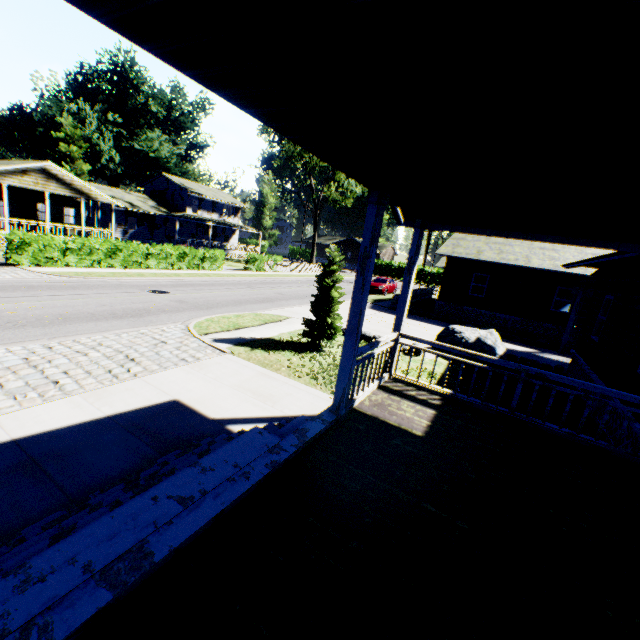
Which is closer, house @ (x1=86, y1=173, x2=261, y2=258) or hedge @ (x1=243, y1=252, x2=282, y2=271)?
hedge @ (x1=243, y1=252, x2=282, y2=271)

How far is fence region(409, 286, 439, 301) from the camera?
28.91m

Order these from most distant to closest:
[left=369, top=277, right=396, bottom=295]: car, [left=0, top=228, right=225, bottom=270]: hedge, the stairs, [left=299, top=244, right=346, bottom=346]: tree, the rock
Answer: [left=369, top=277, right=396, bottom=295]: car < [left=0, top=228, right=225, bottom=270]: hedge < the rock < [left=299, top=244, right=346, bottom=346]: tree < the stairs

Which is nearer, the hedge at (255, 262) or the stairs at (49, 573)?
the stairs at (49, 573)

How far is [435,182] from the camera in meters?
3.4

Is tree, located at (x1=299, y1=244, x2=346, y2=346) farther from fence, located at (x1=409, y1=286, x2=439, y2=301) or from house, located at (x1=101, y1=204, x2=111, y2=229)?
house, located at (x1=101, y1=204, x2=111, y2=229)

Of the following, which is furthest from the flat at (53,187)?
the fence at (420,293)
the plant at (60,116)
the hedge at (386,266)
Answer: the hedge at (386,266)

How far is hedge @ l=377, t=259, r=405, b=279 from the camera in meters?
57.9 m
